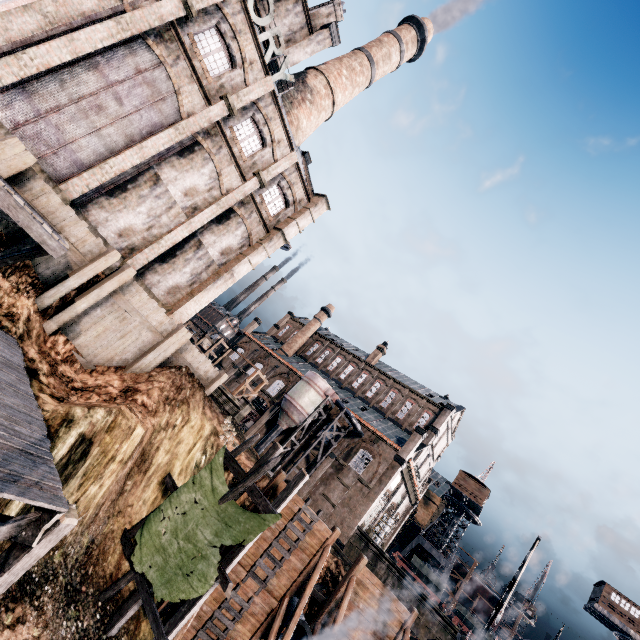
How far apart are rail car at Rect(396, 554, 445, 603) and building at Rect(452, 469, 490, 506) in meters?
12.8

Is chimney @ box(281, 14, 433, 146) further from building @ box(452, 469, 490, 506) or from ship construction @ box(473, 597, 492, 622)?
ship construction @ box(473, 597, 492, 622)

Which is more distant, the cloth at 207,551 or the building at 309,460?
the building at 309,460

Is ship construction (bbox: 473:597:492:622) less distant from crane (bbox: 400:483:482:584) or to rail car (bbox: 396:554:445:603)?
crane (bbox: 400:483:482:584)

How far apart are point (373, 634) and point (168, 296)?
23.67m

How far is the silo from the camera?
39.3 meters

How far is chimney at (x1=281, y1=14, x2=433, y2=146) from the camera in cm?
2947

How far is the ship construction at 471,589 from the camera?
51.92m
